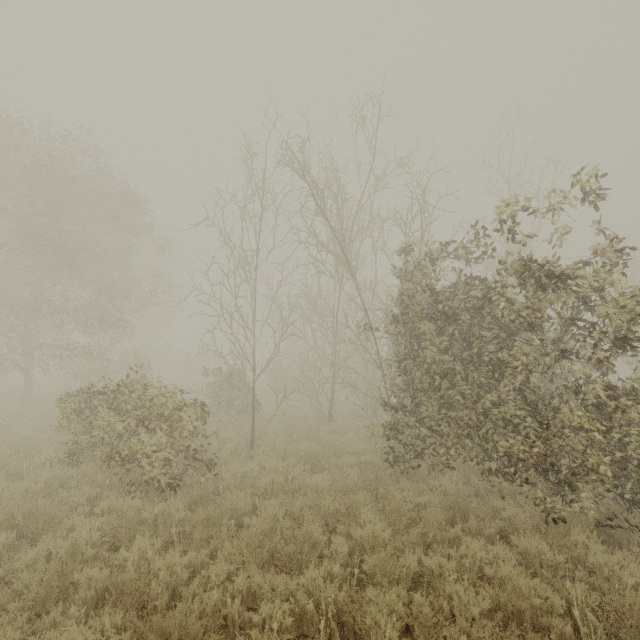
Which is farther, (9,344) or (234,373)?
(9,344)
